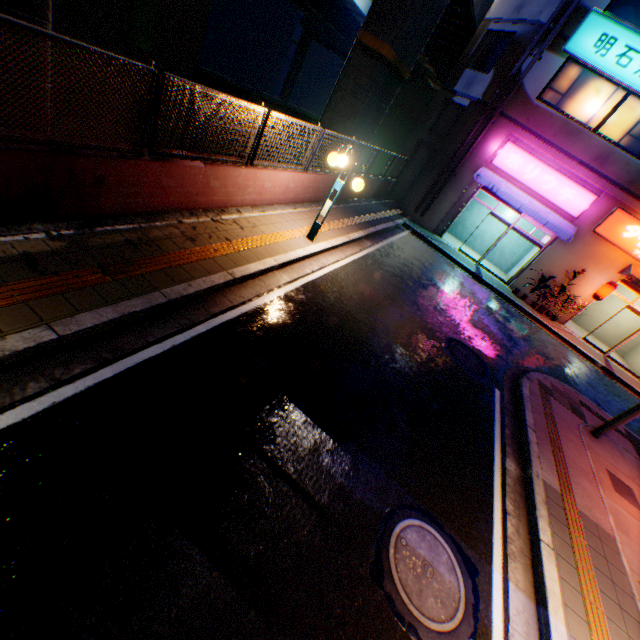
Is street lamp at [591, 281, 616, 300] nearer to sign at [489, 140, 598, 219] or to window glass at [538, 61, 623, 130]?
sign at [489, 140, 598, 219]

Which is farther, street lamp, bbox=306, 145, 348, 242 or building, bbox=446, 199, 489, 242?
building, bbox=446, 199, 489, 242

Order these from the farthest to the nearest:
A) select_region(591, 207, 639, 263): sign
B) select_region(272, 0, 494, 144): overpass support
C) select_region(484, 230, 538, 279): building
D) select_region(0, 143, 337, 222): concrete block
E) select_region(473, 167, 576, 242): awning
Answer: select_region(484, 230, 538, 279): building, select_region(473, 167, 576, 242): awning, select_region(591, 207, 639, 263): sign, select_region(272, 0, 494, 144): overpass support, select_region(0, 143, 337, 222): concrete block

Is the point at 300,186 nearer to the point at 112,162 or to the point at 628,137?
the point at 112,162

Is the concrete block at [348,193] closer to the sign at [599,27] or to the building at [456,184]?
the building at [456,184]

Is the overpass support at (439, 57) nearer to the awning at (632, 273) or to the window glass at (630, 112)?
the window glass at (630, 112)

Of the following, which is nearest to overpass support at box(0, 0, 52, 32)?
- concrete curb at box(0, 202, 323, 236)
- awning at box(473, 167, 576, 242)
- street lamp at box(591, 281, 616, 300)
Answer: concrete curb at box(0, 202, 323, 236)

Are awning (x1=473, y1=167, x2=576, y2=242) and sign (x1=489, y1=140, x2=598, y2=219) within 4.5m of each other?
yes
